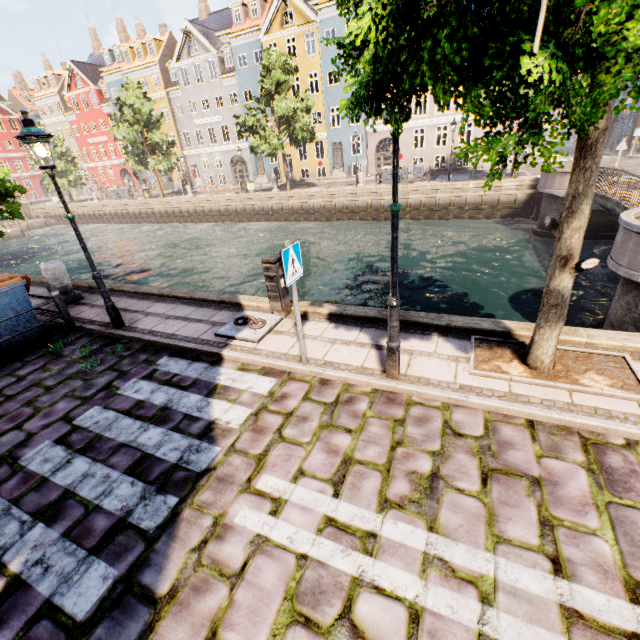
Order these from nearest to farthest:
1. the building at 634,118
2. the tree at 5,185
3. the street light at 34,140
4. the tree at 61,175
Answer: the street light at 34,140 → the tree at 5,185 → the building at 634,118 → the tree at 61,175

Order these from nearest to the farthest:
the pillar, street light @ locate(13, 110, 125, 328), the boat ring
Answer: street light @ locate(13, 110, 125, 328) < the boat ring < the pillar

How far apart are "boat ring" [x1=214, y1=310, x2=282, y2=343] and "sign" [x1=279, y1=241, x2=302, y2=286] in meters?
1.9

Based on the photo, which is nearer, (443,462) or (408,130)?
(443,462)

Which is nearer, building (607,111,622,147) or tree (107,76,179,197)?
tree (107,76,179,197)

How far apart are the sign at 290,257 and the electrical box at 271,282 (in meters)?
1.56

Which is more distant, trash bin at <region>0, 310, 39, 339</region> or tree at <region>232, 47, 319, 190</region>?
tree at <region>232, 47, 319, 190</region>

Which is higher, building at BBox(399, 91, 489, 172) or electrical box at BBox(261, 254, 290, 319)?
building at BBox(399, 91, 489, 172)
